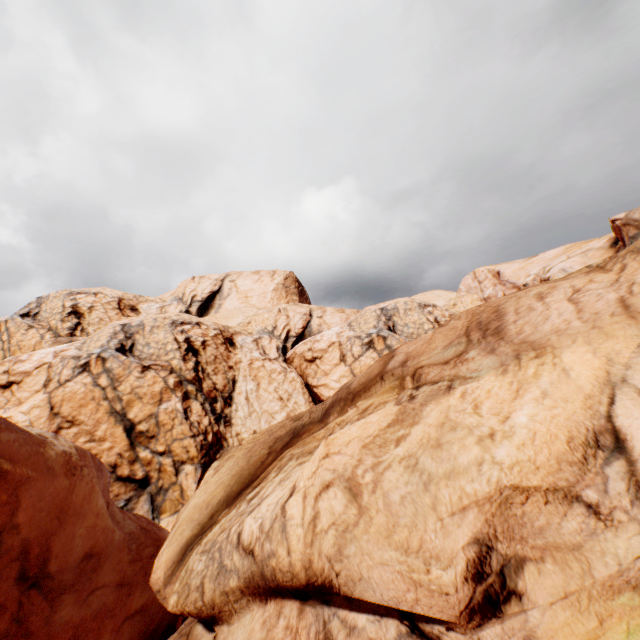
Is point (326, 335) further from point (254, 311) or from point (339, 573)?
point (339, 573)
